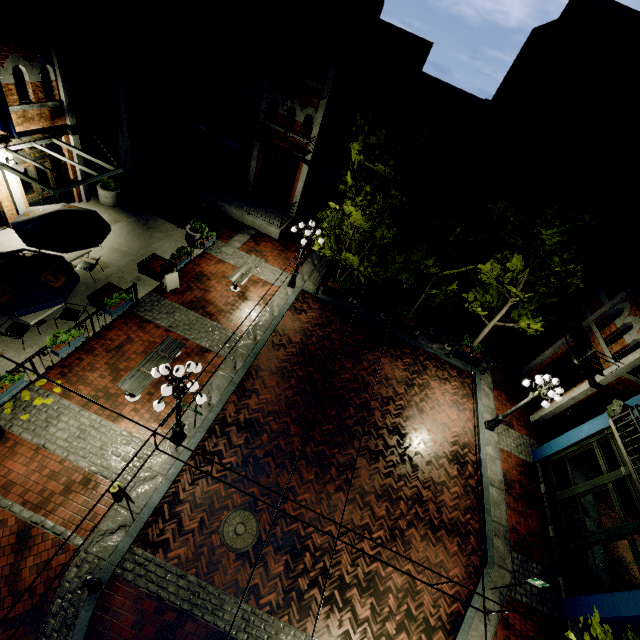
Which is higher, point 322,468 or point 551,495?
point 551,495

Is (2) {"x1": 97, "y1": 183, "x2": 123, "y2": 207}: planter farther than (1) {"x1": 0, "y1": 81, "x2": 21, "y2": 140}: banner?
Yes

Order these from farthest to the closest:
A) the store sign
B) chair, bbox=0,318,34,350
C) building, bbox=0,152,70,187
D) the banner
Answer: the store sign → building, bbox=0,152,70,187 → the banner → chair, bbox=0,318,34,350

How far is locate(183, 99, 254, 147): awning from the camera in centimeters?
1642cm

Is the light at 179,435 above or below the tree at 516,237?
below

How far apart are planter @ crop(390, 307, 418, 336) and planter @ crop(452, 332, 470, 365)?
2.3m

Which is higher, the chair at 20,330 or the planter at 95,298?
the planter at 95,298

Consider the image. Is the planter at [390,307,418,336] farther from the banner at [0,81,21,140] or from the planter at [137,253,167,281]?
the banner at [0,81,21,140]
